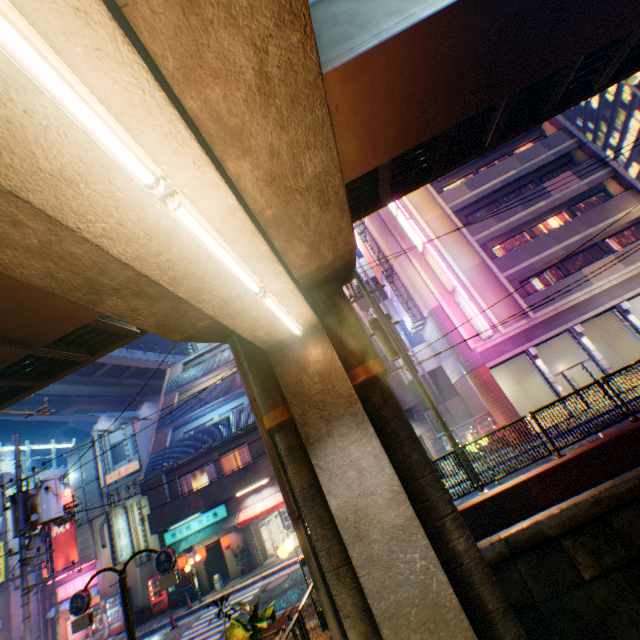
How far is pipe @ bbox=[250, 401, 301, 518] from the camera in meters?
7.4 m

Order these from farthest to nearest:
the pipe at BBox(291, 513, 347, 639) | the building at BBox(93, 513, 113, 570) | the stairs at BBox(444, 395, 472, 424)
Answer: the stairs at BBox(444, 395, 472, 424) < the building at BBox(93, 513, 113, 570) < the pipe at BBox(291, 513, 347, 639)

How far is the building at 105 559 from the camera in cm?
2220

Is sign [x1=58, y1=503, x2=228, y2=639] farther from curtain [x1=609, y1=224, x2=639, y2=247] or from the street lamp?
curtain [x1=609, y1=224, x2=639, y2=247]

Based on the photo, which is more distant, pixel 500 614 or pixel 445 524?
pixel 445 524

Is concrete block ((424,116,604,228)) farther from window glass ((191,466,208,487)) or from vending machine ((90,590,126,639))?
vending machine ((90,590,126,639))

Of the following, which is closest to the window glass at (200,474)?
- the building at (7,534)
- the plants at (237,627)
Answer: the building at (7,534)

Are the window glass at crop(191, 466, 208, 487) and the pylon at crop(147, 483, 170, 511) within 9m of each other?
yes
